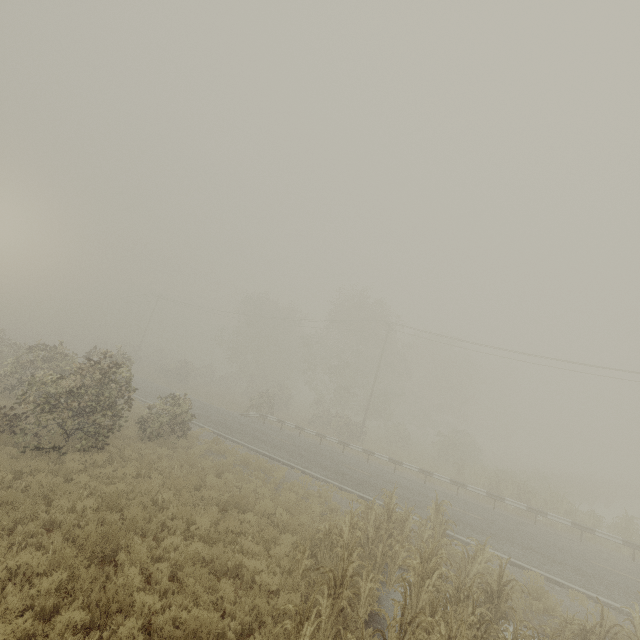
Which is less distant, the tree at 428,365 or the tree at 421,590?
the tree at 421,590

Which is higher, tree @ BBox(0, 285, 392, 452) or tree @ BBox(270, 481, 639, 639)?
tree @ BBox(0, 285, 392, 452)

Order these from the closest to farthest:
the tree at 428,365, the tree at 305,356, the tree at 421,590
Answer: the tree at 421,590 < the tree at 305,356 < the tree at 428,365

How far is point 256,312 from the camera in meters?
46.9 m

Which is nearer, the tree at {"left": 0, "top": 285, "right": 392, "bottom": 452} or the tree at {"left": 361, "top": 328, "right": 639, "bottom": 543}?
the tree at {"left": 0, "top": 285, "right": 392, "bottom": 452}

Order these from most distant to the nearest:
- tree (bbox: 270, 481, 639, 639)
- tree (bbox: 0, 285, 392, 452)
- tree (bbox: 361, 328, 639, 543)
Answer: tree (bbox: 361, 328, 639, 543), tree (bbox: 0, 285, 392, 452), tree (bbox: 270, 481, 639, 639)

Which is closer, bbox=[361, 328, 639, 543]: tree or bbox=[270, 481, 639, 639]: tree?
bbox=[270, 481, 639, 639]: tree
